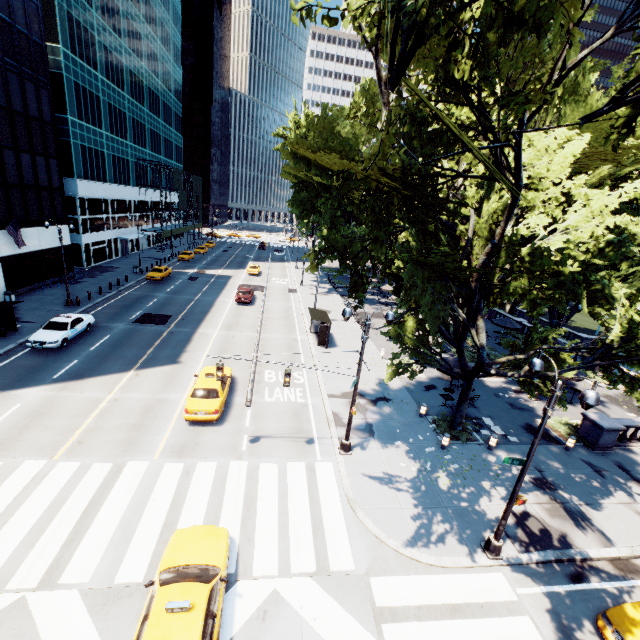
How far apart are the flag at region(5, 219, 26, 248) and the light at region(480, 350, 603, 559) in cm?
3659

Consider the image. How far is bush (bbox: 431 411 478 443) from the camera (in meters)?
17.38

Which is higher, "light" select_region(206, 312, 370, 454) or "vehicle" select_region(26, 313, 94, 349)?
"vehicle" select_region(26, 313, 94, 349)

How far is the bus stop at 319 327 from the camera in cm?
2636

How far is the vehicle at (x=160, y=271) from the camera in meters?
40.5 m

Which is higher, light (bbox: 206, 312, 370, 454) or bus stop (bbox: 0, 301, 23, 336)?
bus stop (bbox: 0, 301, 23, 336)

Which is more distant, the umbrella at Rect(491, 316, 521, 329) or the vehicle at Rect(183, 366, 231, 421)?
the umbrella at Rect(491, 316, 521, 329)

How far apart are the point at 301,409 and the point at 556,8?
17.7m
